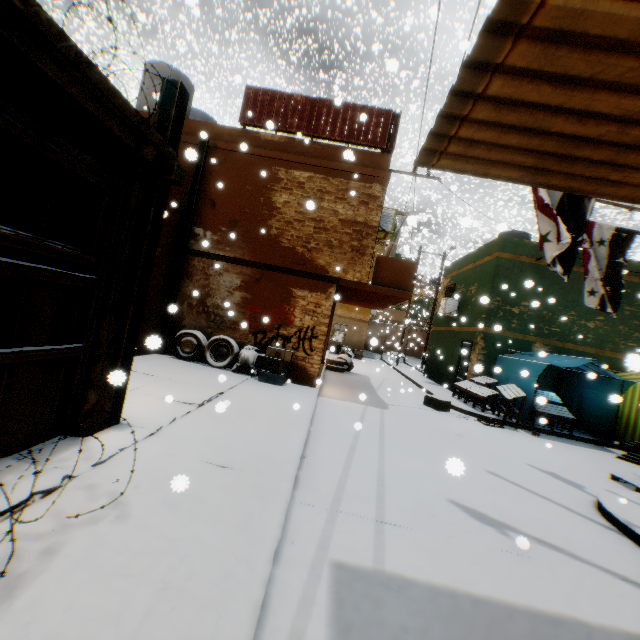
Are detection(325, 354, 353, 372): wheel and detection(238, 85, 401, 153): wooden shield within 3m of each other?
yes

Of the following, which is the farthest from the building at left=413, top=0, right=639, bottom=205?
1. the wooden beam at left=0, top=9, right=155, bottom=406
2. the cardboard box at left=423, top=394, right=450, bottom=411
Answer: the cardboard box at left=423, top=394, right=450, bottom=411

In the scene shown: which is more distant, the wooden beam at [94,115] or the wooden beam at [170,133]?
the wooden beam at [170,133]

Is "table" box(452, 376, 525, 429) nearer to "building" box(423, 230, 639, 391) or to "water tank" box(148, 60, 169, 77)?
"building" box(423, 230, 639, 391)

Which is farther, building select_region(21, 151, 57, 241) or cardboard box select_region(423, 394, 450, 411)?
cardboard box select_region(423, 394, 450, 411)

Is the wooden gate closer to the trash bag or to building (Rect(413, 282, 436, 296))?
building (Rect(413, 282, 436, 296))

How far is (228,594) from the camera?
2.11m

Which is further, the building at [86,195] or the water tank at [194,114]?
the water tank at [194,114]
